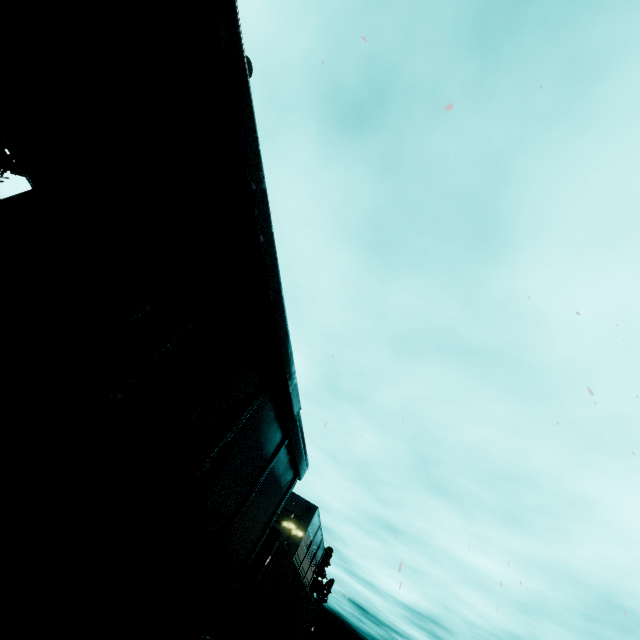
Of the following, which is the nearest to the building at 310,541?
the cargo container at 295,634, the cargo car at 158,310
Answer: the cargo container at 295,634

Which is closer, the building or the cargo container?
the cargo container

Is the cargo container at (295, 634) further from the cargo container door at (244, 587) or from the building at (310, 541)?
the building at (310, 541)

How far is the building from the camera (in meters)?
42.50

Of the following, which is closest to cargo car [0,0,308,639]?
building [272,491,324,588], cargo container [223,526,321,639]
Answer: cargo container [223,526,321,639]

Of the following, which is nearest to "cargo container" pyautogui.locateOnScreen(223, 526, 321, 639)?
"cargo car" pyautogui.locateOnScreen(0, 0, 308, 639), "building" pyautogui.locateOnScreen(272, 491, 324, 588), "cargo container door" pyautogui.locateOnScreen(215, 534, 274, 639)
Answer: "cargo container door" pyautogui.locateOnScreen(215, 534, 274, 639)

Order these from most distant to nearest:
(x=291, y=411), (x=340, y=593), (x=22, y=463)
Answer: (x=340, y=593)
(x=291, y=411)
(x=22, y=463)
